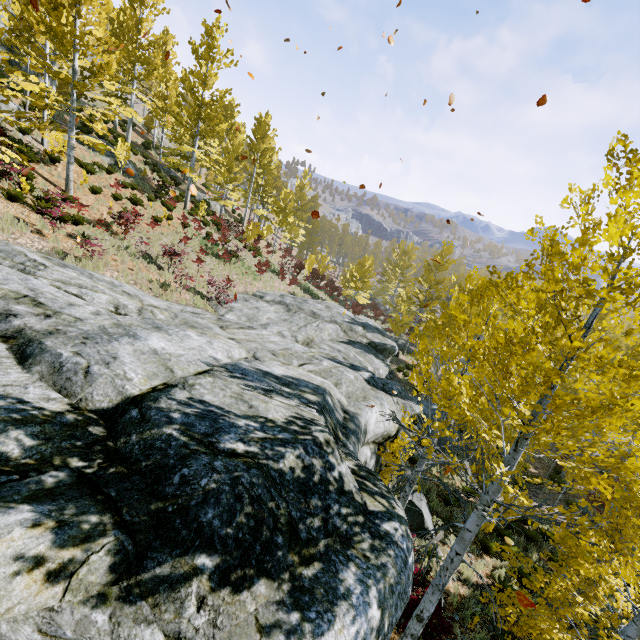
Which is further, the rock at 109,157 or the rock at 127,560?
the rock at 109,157

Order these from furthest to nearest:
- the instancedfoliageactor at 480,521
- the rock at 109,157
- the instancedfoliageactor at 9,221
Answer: the rock at 109,157, the instancedfoliageactor at 9,221, the instancedfoliageactor at 480,521

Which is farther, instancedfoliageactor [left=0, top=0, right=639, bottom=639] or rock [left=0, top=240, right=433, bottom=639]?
instancedfoliageactor [left=0, top=0, right=639, bottom=639]

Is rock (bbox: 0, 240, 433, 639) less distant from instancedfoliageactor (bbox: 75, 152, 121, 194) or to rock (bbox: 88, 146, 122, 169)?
instancedfoliageactor (bbox: 75, 152, 121, 194)

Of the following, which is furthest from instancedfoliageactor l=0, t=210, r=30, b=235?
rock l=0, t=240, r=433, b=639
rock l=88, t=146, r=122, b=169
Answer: rock l=88, t=146, r=122, b=169

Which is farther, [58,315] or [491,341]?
[58,315]

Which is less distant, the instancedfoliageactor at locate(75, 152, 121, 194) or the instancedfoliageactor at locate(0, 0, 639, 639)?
the instancedfoliageactor at locate(0, 0, 639, 639)
